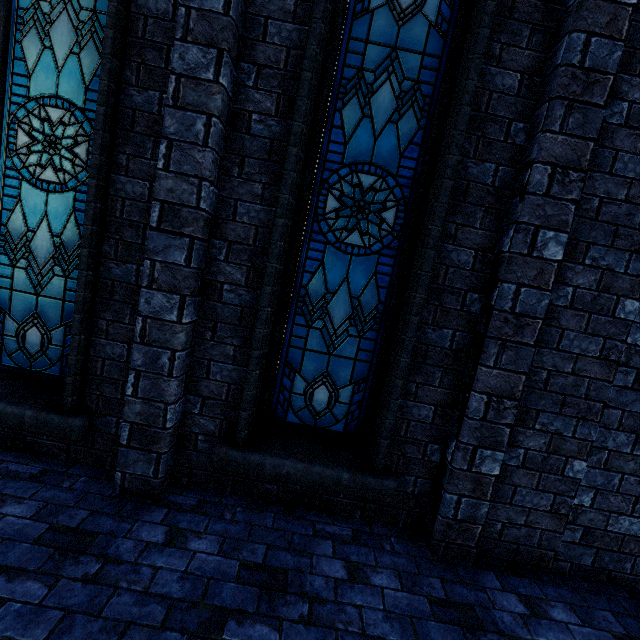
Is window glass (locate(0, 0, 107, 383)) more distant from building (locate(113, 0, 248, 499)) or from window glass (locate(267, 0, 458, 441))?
window glass (locate(267, 0, 458, 441))

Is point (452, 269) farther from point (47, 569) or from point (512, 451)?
point (47, 569)

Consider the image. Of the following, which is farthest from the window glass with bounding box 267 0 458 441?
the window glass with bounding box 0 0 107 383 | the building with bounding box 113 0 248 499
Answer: the window glass with bounding box 0 0 107 383

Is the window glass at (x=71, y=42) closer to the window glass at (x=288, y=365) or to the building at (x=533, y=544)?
the building at (x=533, y=544)
